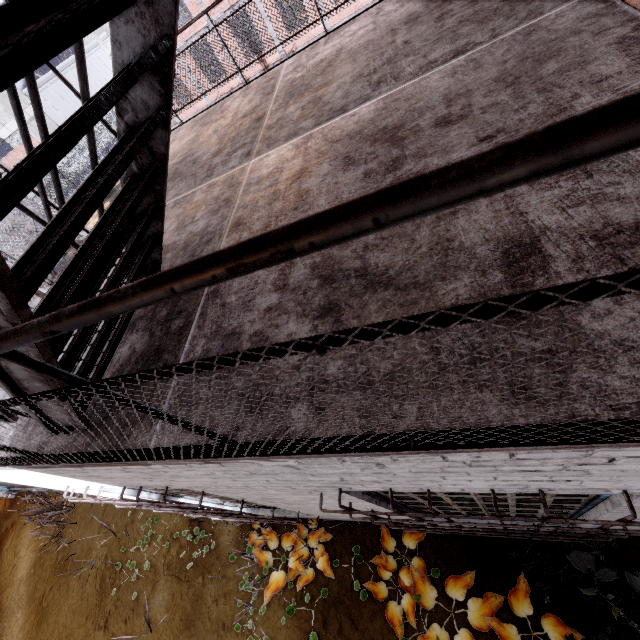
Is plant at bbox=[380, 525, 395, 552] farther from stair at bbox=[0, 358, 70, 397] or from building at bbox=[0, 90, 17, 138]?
→ building at bbox=[0, 90, 17, 138]

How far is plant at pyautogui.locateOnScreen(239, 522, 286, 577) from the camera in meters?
4.9

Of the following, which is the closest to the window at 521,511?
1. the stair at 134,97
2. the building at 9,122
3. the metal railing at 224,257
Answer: the metal railing at 224,257

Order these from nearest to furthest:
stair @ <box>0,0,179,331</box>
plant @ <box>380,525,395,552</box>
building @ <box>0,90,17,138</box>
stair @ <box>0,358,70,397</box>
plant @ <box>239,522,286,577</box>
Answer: stair @ <box>0,0,179,331</box> → stair @ <box>0,358,70,397</box> → plant @ <box>380,525,395,552</box> → plant @ <box>239,522,286,577</box> → building @ <box>0,90,17,138</box>

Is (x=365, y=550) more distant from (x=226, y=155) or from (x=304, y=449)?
(x=226, y=155)

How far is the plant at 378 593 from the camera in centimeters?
415cm

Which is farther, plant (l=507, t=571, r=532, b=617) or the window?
plant (l=507, t=571, r=532, b=617)
